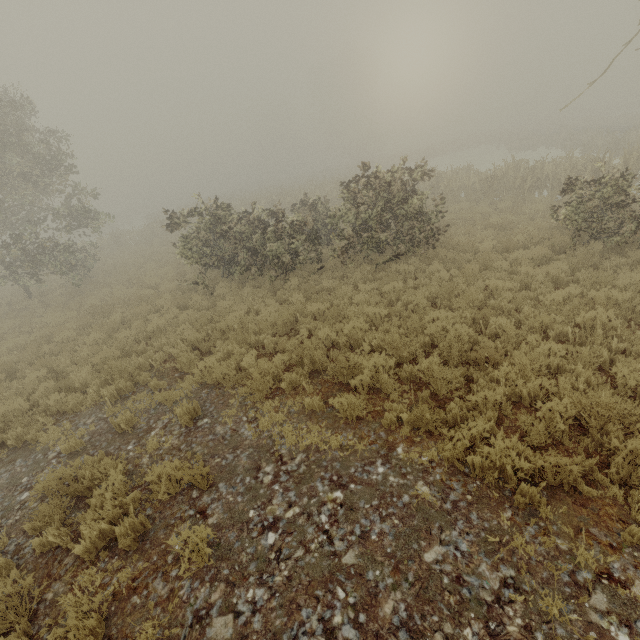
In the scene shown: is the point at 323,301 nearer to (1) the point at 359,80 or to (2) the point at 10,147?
(2) the point at 10,147

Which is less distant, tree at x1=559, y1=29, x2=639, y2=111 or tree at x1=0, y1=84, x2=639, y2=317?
tree at x1=559, y1=29, x2=639, y2=111

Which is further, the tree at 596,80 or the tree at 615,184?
the tree at 615,184
